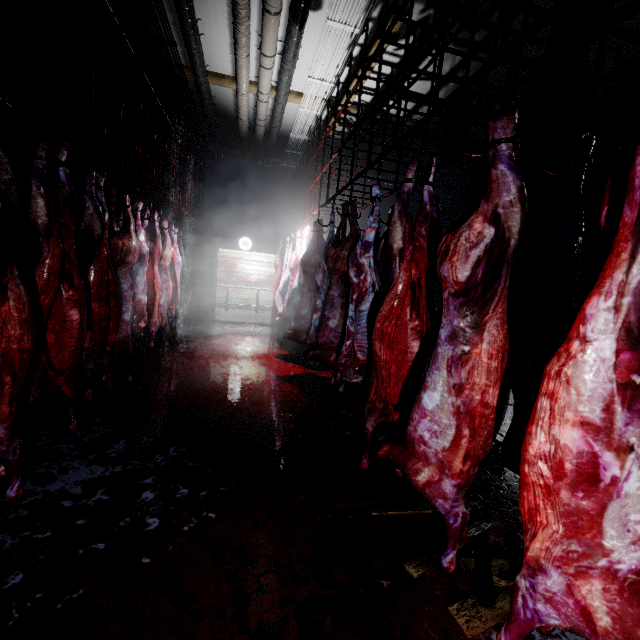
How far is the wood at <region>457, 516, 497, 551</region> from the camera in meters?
1.8

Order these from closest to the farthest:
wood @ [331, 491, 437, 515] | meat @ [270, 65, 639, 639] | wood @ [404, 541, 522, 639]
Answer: meat @ [270, 65, 639, 639], wood @ [404, 541, 522, 639], wood @ [331, 491, 437, 515]

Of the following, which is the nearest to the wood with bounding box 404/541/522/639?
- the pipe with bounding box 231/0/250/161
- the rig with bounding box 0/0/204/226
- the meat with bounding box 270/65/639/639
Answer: the meat with bounding box 270/65/639/639

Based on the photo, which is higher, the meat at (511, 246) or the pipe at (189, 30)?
the pipe at (189, 30)

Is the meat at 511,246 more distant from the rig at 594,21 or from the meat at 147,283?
the meat at 147,283

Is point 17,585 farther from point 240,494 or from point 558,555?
point 558,555

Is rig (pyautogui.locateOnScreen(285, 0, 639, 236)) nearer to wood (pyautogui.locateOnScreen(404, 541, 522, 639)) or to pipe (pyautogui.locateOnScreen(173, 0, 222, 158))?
pipe (pyautogui.locateOnScreen(173, 0, 222, 158))
